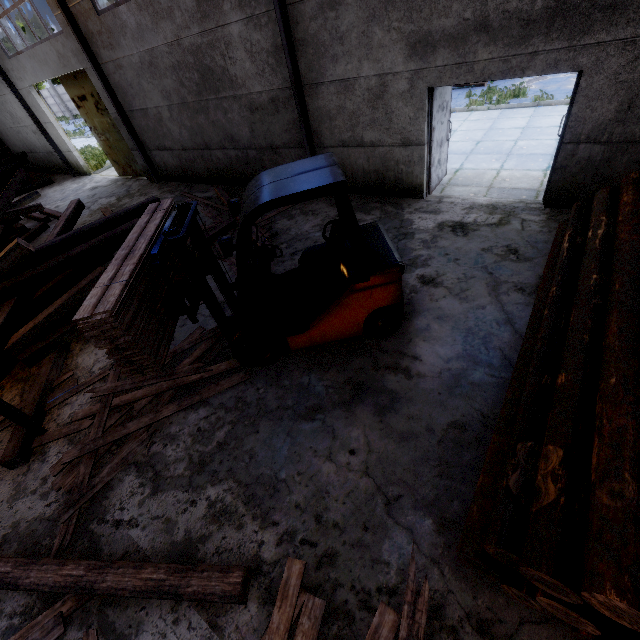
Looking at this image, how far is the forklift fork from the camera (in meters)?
3.57

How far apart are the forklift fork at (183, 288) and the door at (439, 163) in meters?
5.3

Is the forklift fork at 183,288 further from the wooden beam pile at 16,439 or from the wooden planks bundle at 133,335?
the wooden beam pile at 16,439

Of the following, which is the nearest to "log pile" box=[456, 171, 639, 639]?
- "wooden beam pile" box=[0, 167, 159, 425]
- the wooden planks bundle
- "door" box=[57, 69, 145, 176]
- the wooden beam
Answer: the wooden beam

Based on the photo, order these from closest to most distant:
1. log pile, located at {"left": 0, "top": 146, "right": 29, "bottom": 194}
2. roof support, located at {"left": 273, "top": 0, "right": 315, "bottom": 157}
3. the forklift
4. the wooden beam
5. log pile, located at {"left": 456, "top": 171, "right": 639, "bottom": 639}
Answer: log pile, located at {"left": 456, "top": 171, "right": 639, "bottom": 639} < the wooden beam < the forklift < roof support, located at {"left": 273, "top": 0, "right": 315, "bottom": 157} < log pile, located at {"left": 0, "top": 146, "right": 29, "bottom": 194}

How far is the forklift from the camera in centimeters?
351cm

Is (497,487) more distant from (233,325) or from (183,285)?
(183,285)

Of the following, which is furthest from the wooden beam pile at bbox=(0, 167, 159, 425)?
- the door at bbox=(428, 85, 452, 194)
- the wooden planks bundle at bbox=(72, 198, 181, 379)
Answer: the door at bbox=(428, 85, 452, 194)
